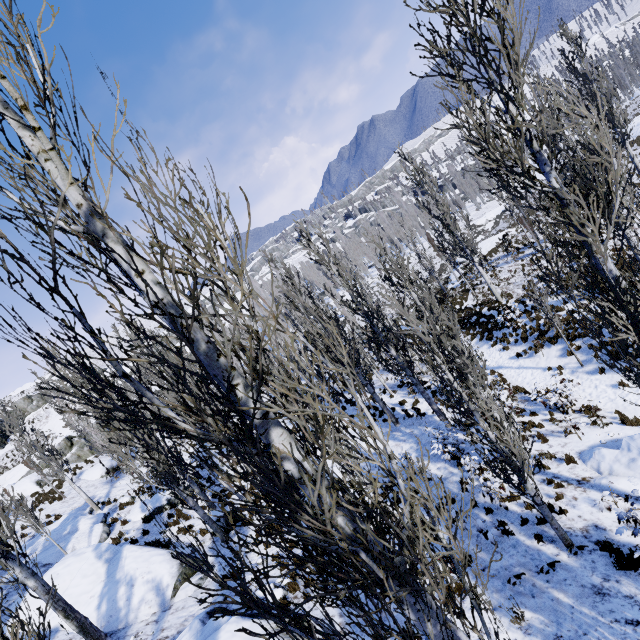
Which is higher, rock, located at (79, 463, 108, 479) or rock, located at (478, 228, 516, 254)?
rock, located at (79, 463, 108, 479)

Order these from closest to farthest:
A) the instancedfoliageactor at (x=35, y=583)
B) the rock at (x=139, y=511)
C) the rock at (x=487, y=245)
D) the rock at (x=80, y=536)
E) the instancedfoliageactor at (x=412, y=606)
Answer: the instancedfoliageactor at (x=412, y=606) < the instancedfoliageactor at (x=35, y=583) < the rock at (x=80, y=536) < the rock at (x=139, y=511) < the rock at (x=487, y=245)

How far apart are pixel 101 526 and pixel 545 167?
22.2m

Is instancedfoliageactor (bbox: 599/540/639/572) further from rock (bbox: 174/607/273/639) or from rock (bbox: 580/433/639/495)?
rock (bbox: 174/607/273/639)

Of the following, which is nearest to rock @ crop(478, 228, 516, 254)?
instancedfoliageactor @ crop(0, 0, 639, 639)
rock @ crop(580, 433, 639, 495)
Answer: instancedfoliageactor @ crop(0, 0, 639, 639)

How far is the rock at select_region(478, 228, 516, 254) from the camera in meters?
35.2

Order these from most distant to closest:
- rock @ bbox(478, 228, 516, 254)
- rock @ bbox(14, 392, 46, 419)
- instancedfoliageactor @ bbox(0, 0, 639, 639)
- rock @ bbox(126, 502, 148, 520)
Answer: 1. rock @ bbox(14, 392, 46, 419)
2. rock @ bbox(478, 228, 516, 254)
3. rock @ bbox(126, 502, 148, 520)
4. instancedfoliageactor @ bbox(0, 0, 639, 639)

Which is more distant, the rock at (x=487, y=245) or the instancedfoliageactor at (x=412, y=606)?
the rock at (x=487, y=245)
